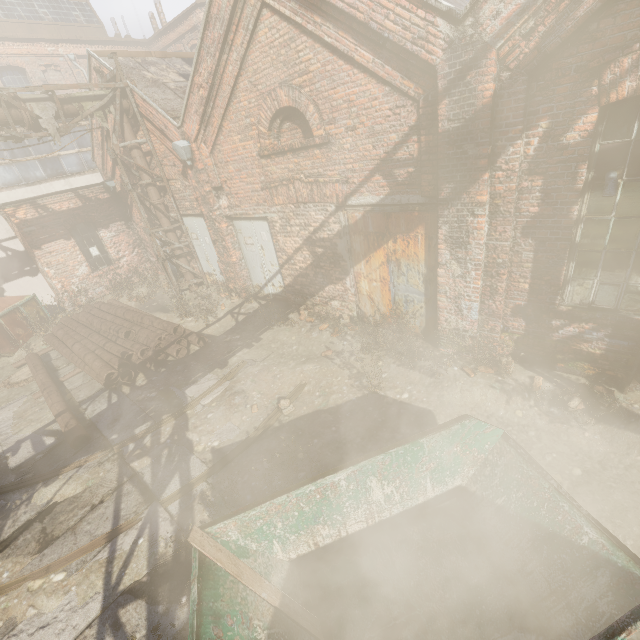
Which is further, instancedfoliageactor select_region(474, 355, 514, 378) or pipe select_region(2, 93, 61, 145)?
pipe select_region(2, 93, 61, 145)

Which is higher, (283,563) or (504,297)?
(504,297)

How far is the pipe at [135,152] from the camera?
9.4m

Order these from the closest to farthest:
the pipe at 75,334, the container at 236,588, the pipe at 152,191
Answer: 1. the container at 236,588
2. the pipe at 75,334
3. the pipe at 152,191

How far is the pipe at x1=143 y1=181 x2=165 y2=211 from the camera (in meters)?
9.93

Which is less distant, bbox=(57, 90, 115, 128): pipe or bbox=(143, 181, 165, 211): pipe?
bbox=(57, 90, 115, 128): pipe

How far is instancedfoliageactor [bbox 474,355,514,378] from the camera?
5.3 meters

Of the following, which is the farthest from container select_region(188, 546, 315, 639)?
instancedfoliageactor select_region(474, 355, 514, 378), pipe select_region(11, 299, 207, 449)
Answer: pipe select_region(11, 299, 207, 449)
